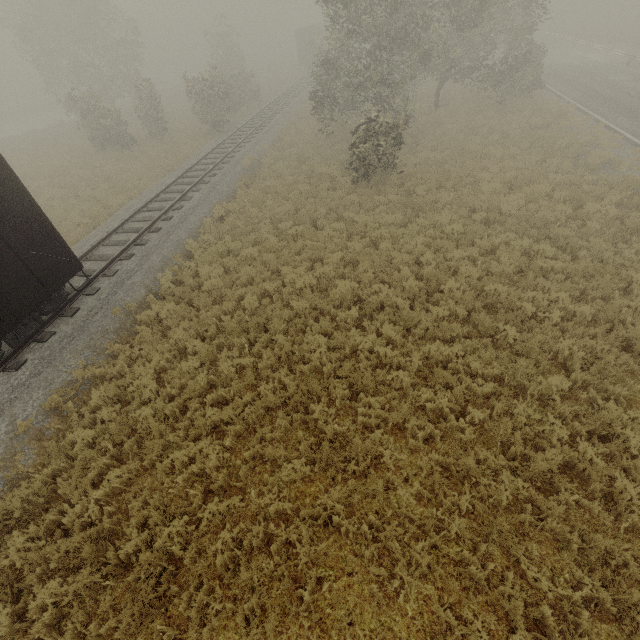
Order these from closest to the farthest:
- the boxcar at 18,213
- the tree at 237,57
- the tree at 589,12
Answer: the boxcar at 18,213
the tree at 589,12
the tree at 237,57

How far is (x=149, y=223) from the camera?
13.7 meters

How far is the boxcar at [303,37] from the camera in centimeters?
4069cm

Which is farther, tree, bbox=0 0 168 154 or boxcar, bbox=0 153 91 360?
tree, bbox=0 0 168 154

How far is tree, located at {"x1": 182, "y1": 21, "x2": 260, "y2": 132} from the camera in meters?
24.2 m

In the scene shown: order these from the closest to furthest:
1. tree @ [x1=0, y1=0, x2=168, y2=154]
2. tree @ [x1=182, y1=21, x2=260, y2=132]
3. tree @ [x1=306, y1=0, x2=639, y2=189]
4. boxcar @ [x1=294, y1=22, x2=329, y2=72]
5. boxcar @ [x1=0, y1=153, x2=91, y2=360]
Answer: boxcar @ [x1=0, y1=153, x2=91, y2=360] < tree @ [x1=306, y1=0, x2=639, y2=189] < tree @ [x1=182, y1=21, x2=260, y2=132] < tree @ [x1=0, y1=0, x2=168, y2=154] < boxcar @ [x1=294, y1=22, x2=329, y2=72]

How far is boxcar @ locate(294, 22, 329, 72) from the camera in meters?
40.7 m
